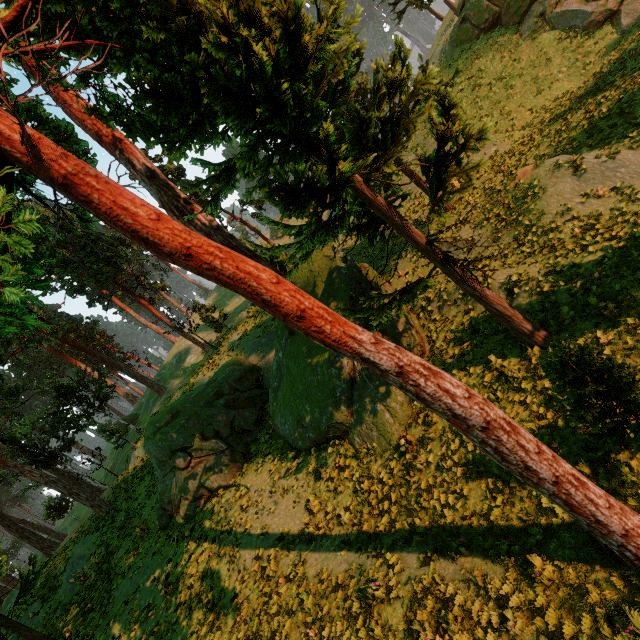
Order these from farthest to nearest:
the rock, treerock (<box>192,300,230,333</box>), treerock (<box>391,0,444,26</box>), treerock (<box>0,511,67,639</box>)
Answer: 1. treerock (<box>192,300,230,333</box>)
2. treerock (<box>391,0,444,26</box>)
3. the rock
4. treerock (<box>0,511,67,639</box>)

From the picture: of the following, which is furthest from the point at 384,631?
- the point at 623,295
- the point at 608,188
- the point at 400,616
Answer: the point at 608,188

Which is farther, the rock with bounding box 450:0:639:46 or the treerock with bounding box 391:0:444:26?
the treerock with bounding box 391:0:444:26

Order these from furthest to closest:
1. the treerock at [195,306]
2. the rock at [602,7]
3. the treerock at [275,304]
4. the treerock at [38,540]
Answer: the treerock at [195,306] < the rock at [602,7] < the treerock at [38,540] < the treerock at [275,304]

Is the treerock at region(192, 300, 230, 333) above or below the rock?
above

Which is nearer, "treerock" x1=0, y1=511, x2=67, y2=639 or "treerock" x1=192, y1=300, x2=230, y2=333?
"treerock" x1=0, y1=511, x2=67, y2=639

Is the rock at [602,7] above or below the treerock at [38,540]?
below
